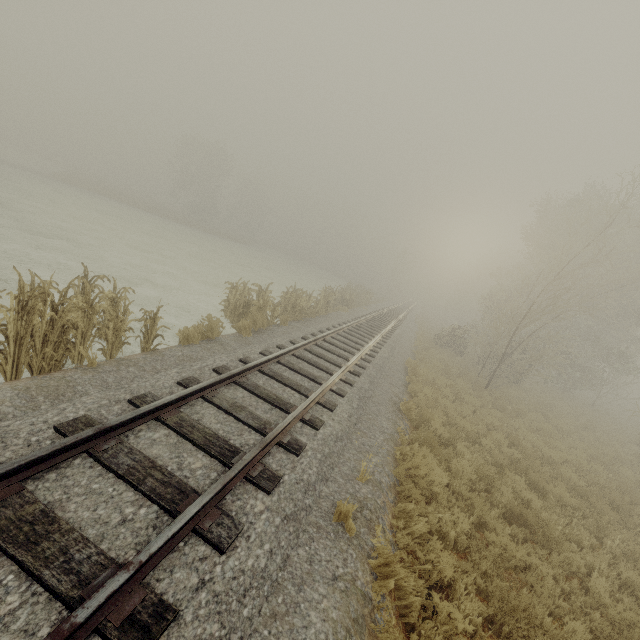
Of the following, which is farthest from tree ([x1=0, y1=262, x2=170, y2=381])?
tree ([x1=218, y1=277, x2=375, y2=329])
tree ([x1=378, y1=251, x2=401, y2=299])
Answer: A: tree ([x1=378, y1=251, x2=401, y2=299])

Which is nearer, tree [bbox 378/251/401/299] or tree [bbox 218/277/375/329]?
tree [bbox 218/277/375/329]

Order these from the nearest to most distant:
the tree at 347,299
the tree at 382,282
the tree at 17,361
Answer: the tree at 17,361, the tree at 347,299, the tree at 382,282

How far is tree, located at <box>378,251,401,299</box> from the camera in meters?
50.9

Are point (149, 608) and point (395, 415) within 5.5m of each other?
no

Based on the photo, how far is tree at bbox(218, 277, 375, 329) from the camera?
11.4 meters

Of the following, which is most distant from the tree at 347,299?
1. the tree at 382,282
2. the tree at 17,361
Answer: the tree at 382,282

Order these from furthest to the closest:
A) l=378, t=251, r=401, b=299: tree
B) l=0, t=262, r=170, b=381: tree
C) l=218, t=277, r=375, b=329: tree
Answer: l=378, t=251, r=401, b=299: tree
l=218, t=277, r=375, b=329: tree
l=0, t=262, r=170, b=381: tree
